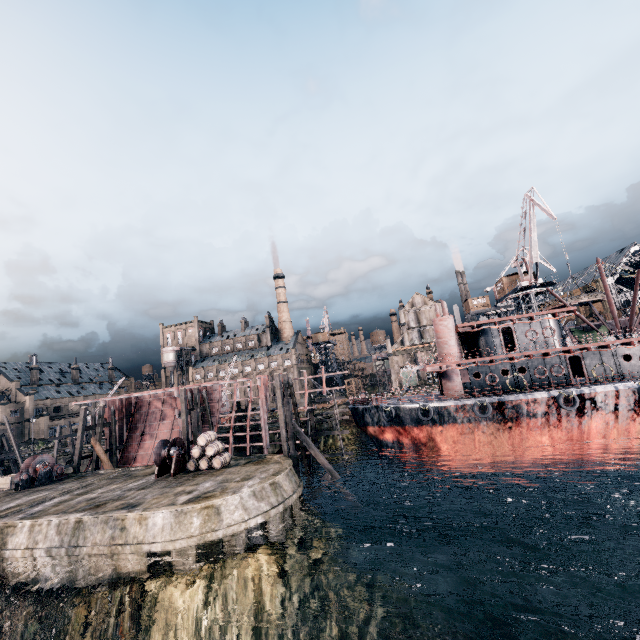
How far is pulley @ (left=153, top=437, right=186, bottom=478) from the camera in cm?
2392

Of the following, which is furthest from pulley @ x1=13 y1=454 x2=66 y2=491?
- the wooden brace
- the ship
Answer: the ship

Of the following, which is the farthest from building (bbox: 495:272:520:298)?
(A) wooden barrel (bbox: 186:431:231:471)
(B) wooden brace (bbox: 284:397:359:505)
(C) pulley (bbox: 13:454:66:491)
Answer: (C) pulley (bbox: 13:454:66:491)

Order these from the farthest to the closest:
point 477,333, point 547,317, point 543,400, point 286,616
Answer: point 477,333
point 547,317
point 543,400
point 286,616

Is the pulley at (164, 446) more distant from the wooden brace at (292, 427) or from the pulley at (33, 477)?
the pulley at (33, 477)

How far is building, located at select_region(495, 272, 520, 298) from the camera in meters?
53.4

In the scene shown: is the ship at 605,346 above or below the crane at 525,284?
below

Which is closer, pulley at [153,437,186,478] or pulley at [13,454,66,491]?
pulley at [153,437,186,478]
